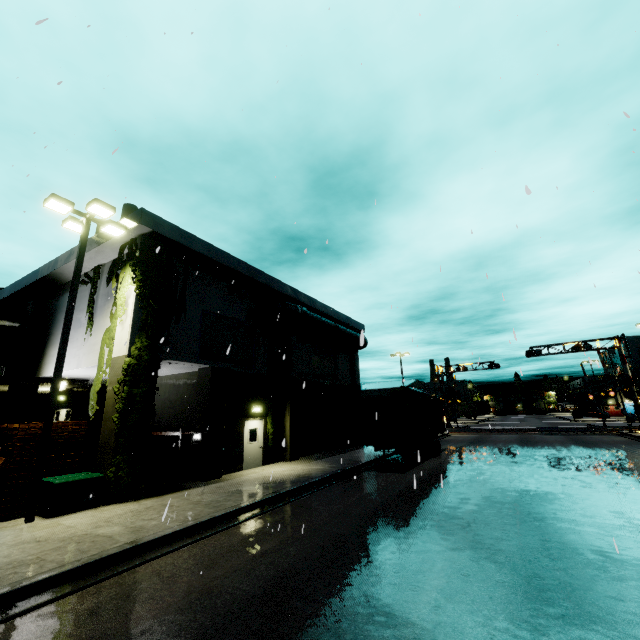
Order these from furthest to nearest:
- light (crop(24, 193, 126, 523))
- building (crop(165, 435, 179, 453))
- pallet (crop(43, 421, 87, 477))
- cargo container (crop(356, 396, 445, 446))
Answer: cargo container (crop(356, 396, 445, 446))
building (crop(165, 435, 179, 453))
pallet (crop(43, 421, 87, 477))
light (crop(24, 193, 126, 523))

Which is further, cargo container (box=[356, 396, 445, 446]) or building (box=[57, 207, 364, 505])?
cargo container (box=[356, 396, 445, 446])

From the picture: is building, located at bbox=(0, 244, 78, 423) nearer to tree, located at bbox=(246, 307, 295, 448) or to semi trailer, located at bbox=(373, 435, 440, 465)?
tree, located at bbox=(246, 307, 295, 448)

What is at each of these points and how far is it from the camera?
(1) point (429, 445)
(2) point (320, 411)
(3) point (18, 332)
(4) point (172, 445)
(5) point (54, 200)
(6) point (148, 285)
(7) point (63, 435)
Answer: (1) semi trailer, 20.4 meters
(2) roll-up door, 23.9 meters
(3) building, 19.4 meters
(4) building, 16.0 meters
(5) light, 10.6 meters
(6) tree, 12.8 meters
(7) pallet, 11.0 meters

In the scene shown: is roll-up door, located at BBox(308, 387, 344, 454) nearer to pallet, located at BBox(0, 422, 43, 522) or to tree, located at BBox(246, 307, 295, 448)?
tree, located at BBox(246, 307, 295, 448)

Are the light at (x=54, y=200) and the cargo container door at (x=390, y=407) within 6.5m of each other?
no

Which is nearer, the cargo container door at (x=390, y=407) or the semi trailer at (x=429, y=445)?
the cargo container door at (x=390, y=407)

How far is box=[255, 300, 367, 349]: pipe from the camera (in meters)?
19.05
